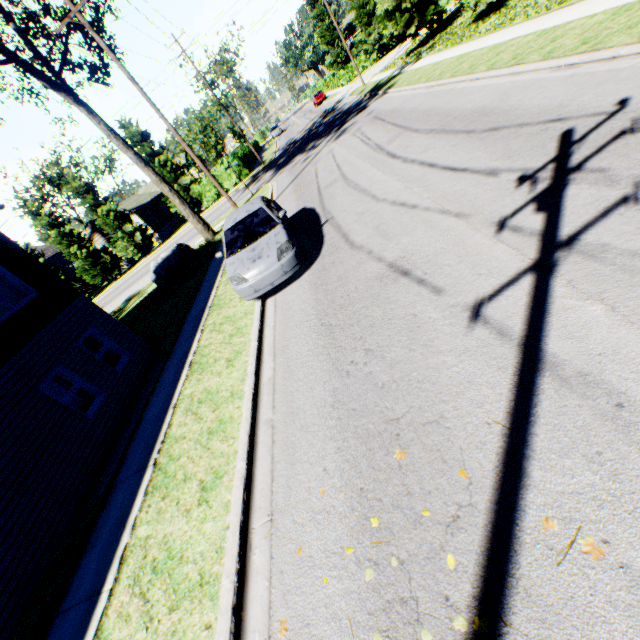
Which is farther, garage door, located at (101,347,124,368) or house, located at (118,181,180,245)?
house, located at (118,181,180,245)

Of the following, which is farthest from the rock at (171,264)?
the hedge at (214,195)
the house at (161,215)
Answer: the house at (161,215)

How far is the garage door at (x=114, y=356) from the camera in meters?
13.0 m

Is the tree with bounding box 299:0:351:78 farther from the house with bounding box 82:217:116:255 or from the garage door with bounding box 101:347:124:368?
the house with bounding box 82:217:116:255

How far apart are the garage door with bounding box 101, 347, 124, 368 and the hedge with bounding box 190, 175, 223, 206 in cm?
2543

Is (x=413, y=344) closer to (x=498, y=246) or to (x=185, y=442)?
(x=498, y=246)

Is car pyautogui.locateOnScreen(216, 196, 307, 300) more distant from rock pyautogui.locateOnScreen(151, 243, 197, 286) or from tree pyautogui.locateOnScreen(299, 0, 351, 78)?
tree pyautogui.locateOnScreen(299, 0, 351, 78)

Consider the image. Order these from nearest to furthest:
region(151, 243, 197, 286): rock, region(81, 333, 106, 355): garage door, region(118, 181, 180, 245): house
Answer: region(81, 333, 106, 355): garage door, region(151, 243, 197, 286): rock, region(118, 181, 180, 245): house
